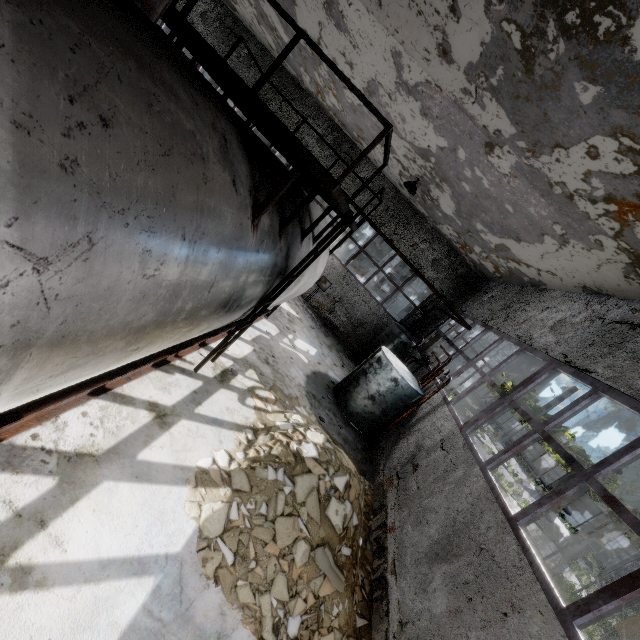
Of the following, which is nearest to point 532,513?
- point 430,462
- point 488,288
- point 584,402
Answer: point 584,402

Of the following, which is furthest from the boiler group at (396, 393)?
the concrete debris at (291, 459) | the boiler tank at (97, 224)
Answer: the boiler tank at (97, 224)

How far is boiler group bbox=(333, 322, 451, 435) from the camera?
9.42m

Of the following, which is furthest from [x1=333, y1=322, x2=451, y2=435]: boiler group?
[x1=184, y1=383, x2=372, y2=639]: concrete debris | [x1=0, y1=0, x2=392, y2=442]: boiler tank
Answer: [x1=0, y1=0, x2=392, y2=442]: boiler tank

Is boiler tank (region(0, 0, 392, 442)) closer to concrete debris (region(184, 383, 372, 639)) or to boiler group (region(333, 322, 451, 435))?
concrete debris (region(184, 383, 372, 639))

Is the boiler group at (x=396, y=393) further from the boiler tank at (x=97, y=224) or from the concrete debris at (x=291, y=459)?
the boiler tank at (x=97, y=224)

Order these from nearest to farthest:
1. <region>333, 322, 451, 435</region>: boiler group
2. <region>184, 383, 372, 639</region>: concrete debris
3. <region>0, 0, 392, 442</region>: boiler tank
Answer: <region>0, 0, 392, 442</region>: boiler tank → <region>184, 383, 372, 639</region>: concrete debris → <region>333, 322, 451, 435</region>: boiler group
